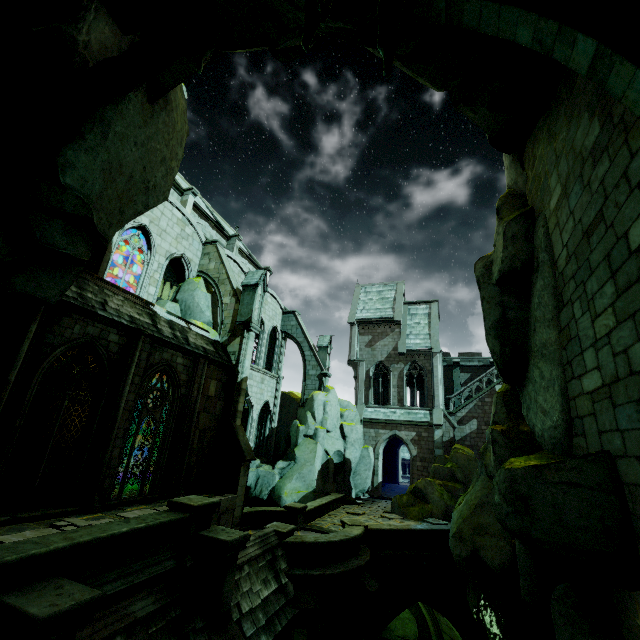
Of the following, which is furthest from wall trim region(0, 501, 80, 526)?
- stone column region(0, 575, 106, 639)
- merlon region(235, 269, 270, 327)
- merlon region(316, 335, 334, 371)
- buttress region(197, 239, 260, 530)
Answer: merlon region(316, 335, 334, 371)

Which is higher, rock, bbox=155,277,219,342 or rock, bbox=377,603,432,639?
rock, bbox=155,277,219,342

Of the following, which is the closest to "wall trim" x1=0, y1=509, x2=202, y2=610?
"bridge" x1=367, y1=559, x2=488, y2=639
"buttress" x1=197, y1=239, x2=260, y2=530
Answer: "buttress" x1=197, y1=239, x2=260, y2=530

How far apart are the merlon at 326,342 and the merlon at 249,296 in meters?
11.0 m

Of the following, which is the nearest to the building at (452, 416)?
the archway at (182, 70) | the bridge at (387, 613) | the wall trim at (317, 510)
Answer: the wall trim at (317, 510)

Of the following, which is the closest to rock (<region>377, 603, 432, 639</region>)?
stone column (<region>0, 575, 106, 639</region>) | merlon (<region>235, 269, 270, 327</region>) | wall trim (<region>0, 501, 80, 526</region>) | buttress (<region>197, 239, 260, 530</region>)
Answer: wall trim (<region>0, 501, 80, 526</region>)

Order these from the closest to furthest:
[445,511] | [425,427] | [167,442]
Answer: [167,442] → [445,511] → [425,427]

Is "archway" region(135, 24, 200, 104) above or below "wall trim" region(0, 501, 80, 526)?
above
